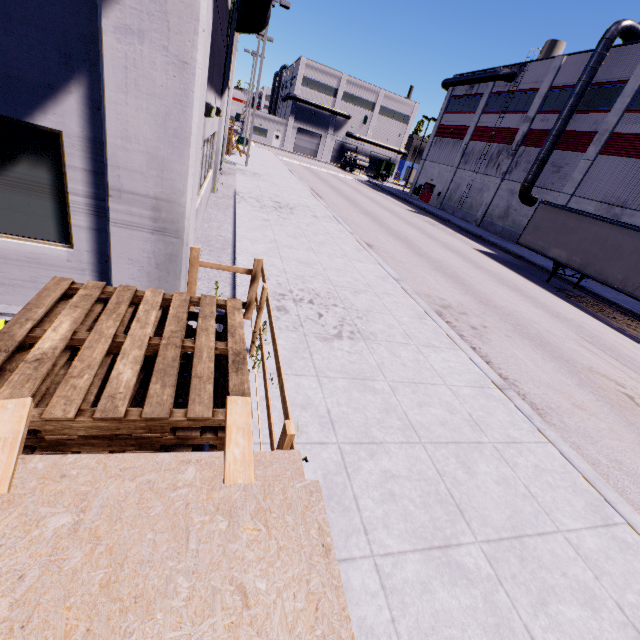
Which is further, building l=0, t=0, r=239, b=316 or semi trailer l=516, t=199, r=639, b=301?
semi trailer l=516, t=199, r=639, b=301

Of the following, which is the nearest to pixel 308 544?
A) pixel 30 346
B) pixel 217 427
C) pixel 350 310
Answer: pixel 217 427

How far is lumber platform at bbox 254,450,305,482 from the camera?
1.6m

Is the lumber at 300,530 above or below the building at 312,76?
below

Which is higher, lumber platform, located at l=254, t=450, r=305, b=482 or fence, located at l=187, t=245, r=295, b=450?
lumber platform, located at l=254, t=450, r=305, b=482

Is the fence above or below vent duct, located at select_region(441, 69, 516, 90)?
below

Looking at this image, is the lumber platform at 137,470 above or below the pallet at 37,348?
above

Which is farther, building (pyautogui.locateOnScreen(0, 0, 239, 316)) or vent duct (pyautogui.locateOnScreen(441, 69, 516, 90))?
vent duct (pyautogui.locateOnScreen(441, 69, 516, 90))
